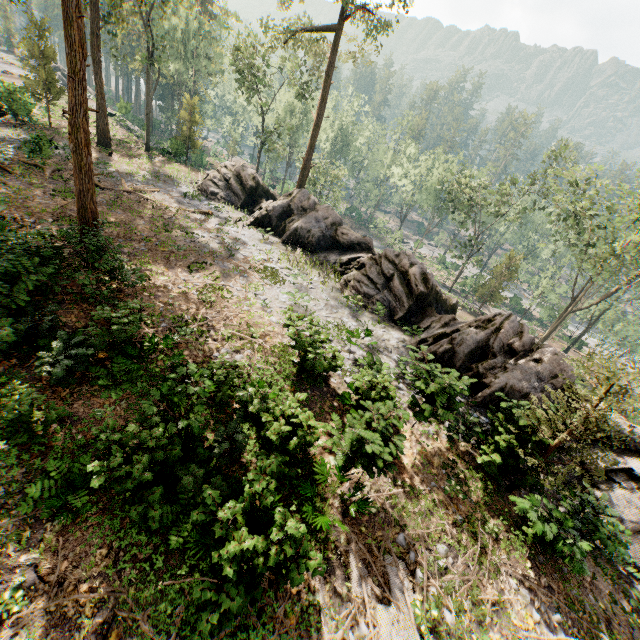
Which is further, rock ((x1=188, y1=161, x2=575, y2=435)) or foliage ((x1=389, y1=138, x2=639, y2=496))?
rock ((x1=188, y1=161, x2=575, y2=435))

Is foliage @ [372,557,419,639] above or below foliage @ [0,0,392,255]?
below

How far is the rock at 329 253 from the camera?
14.7m

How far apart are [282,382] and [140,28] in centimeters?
5955cm

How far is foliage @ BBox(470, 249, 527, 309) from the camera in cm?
3806

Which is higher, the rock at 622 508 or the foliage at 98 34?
the foliage at 98 34

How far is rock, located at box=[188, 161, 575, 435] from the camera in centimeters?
1472cm

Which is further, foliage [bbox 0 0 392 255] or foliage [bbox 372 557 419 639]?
foliage [bbox 0 0 392 255]
